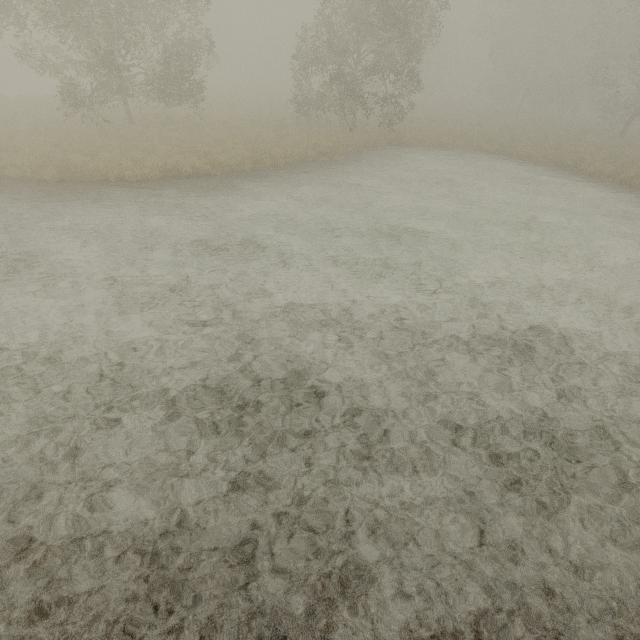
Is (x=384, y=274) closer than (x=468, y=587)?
No
